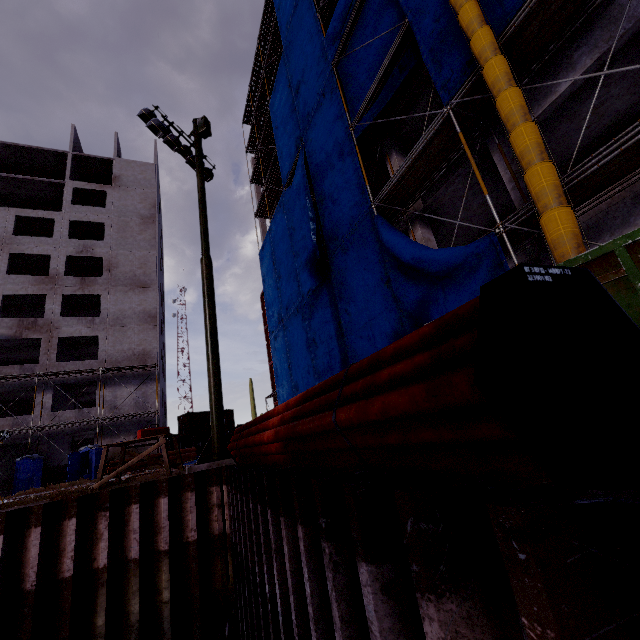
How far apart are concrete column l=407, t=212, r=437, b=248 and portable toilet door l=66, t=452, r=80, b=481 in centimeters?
2542cm

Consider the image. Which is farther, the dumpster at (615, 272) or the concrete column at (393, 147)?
the concrete column at (393, 147)

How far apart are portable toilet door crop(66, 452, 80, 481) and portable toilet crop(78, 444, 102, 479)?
0.0m

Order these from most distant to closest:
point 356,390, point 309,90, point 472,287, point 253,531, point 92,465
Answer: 1. point 92,465
2. point 309,90
3. point 472,287
4. point 253,531
5. point 356,390

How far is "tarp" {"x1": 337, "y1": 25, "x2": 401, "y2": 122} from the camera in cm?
1194

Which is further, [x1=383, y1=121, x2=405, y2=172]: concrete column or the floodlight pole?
[x1=383, y1=121, x2=405, y2=172]: concrete column

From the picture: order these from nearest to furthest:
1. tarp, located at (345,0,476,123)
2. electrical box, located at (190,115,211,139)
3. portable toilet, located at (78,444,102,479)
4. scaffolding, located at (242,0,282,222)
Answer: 1. tarp, located at (345,0,476,123)
2. electrical box, located at (190,115,211,139)
3. portable toilet, located at (78,444,102,479)
4. scaffolding, located at (242,0,282,222)

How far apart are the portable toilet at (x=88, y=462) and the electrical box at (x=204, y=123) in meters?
22.4
